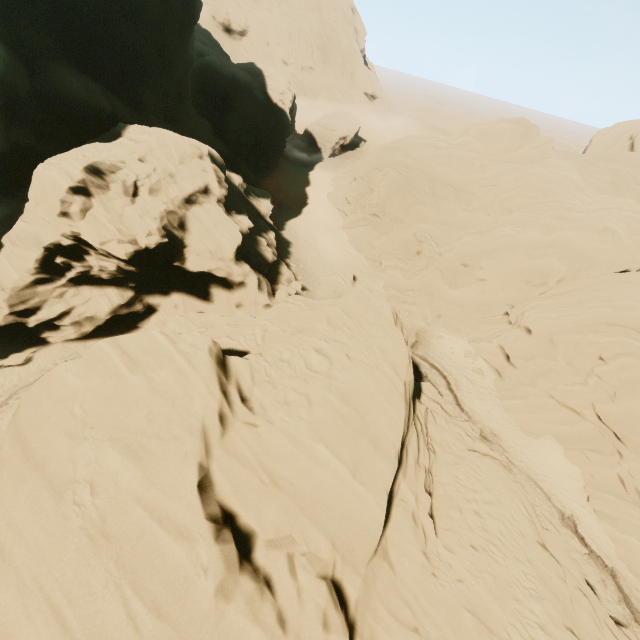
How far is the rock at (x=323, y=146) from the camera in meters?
56.1

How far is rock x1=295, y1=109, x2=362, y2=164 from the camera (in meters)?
56.09

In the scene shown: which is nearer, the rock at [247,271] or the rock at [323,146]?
the rock at [247,271]

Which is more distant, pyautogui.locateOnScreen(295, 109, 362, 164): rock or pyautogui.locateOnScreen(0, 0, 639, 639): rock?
pyautogui.locateOnScreen(295, 109, 362, 164): rock

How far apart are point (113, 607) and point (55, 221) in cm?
1829
